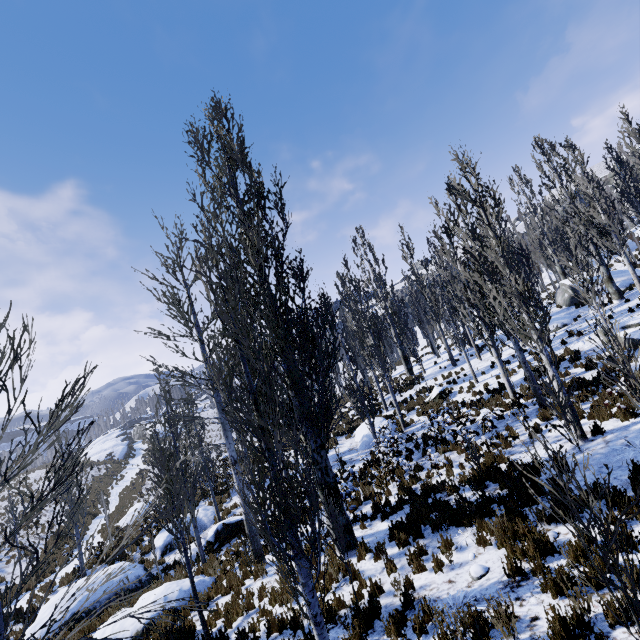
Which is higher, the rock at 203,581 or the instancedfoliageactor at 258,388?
the instancedfoliageactor at 258,388

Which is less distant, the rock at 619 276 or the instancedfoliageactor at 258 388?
the instancedfoliageactor at 258 388

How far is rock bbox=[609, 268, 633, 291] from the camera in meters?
21.4 m

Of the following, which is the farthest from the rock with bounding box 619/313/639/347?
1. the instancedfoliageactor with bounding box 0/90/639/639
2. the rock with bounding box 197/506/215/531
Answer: the rock with bounding box 197/506/215/531

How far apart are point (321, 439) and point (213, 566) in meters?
6.4

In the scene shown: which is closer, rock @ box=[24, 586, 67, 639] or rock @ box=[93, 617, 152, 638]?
rock @ box=[93, 617, 152, 638]

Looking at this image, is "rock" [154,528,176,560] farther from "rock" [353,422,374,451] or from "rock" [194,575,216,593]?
"rock" [353,422,374,451]

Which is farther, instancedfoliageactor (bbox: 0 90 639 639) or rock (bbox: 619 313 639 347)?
rock (bbox: 619 313 639 347)
